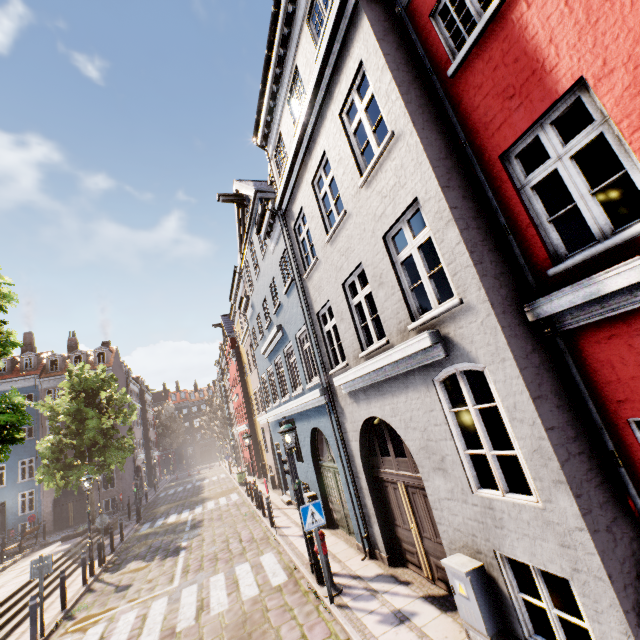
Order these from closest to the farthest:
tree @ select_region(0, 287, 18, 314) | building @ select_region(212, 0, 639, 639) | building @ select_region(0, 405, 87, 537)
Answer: building @ select_region(212, 0, 639, 639) < tree @ select_region(0, 287, 18, 314) < building @ select_region(0, 405, 87, 537)

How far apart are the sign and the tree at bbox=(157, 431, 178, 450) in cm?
6084

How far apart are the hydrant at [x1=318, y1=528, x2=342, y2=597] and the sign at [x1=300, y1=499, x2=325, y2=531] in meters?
0.5 m

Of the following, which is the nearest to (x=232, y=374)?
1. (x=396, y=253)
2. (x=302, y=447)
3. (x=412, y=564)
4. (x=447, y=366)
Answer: (x=302, y=447)

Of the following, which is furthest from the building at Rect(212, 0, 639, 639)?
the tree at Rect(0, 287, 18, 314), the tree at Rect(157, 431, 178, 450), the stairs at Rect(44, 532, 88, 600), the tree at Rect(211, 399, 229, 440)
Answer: the stairs at Rect(44, 532, 88, 600)

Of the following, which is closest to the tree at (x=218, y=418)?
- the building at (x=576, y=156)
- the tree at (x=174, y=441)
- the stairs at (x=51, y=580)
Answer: the building at (x=576, y=156)

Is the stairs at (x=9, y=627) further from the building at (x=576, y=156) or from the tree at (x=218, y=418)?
the tree at (x=218, y=418)

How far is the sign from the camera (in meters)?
6.95
